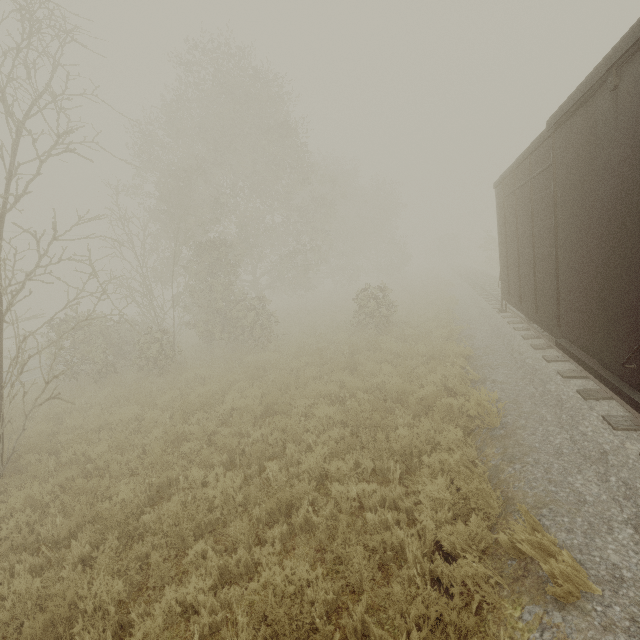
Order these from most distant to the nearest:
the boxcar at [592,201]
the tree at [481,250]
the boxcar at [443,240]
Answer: the boxcar at [443,240] < the tree at [481,250] < the boxcar at [592,201]

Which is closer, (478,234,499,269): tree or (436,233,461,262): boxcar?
(478,234,499,269): tree

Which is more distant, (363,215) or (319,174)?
(363,215)

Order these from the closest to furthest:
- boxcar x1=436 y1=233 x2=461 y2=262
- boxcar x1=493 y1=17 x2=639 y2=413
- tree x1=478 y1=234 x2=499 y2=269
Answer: boxcar x1=493 y1=17 x2=639 y2=413 < tree x1=478 y1=234 x2=499 y2=269 < boxcar x1=436 y1=233 x2=461 y2=262

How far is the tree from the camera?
32.41m

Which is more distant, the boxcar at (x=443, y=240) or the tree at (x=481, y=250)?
the boxcar at (x=443, y=240)

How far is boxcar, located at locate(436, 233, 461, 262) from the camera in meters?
53.1

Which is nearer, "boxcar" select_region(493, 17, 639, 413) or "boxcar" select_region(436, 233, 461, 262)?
"boxcar" select_region(493, 17, 639, 413)
